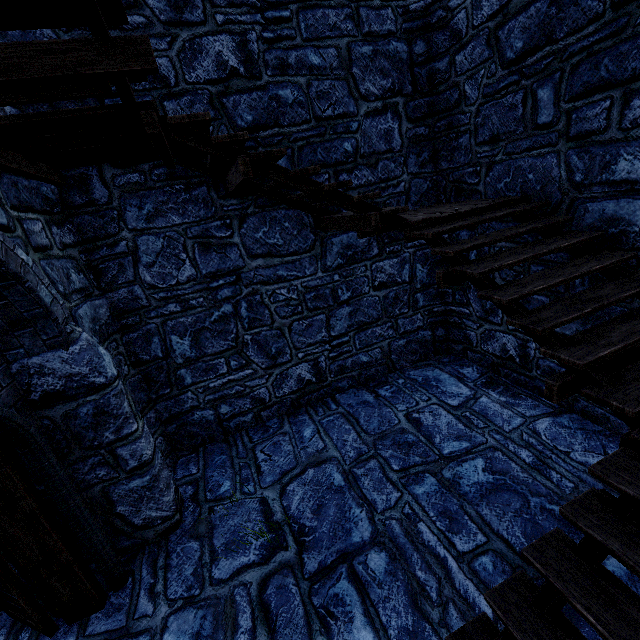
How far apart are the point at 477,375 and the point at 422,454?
2.3m
